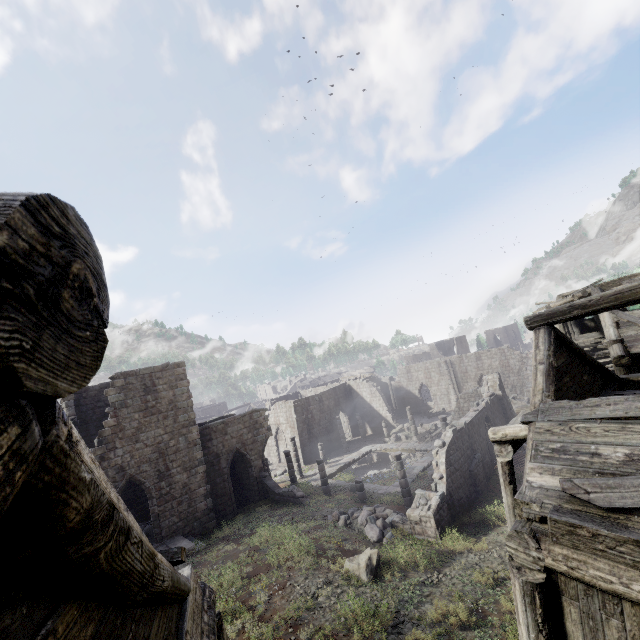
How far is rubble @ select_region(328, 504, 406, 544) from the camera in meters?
15.1 m

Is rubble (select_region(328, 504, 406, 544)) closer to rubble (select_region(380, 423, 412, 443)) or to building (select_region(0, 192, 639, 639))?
building (select_region(0, 192, 639, 639))

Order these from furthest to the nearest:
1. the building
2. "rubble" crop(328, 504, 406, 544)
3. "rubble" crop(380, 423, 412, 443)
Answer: "rubble" crop(380, 423, 412, 443) → "rubble" crop(328, 504, 406, 544) → the building

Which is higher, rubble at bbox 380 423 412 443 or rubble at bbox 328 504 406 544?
rubble at bbox 328 504 406 544

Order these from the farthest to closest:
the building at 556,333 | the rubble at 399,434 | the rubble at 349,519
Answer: the rubble at 399,434 → the rubble at 349,519 → the building at 556,333

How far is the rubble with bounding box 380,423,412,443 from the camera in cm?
3444

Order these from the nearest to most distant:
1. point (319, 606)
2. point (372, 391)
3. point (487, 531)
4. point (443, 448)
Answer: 1. point (319, 606)
2. point (487, 531)
3. point (443, 448)
4. point (372, 391)

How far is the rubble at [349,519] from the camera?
15.1m
